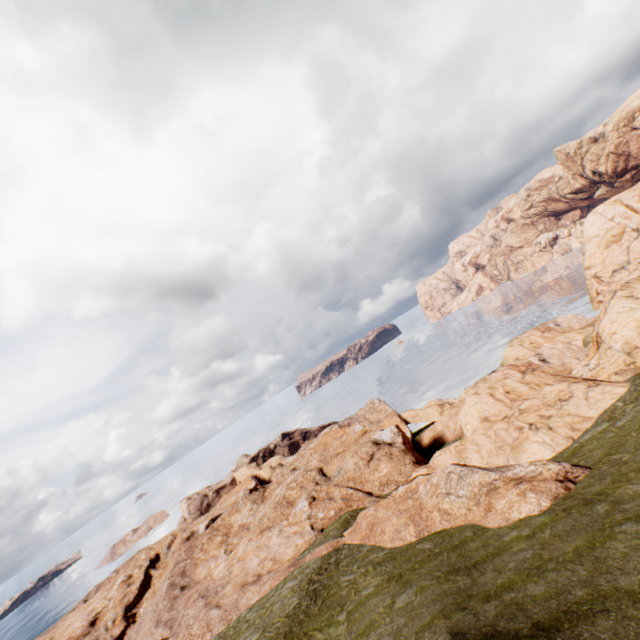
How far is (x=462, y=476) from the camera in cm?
2094
